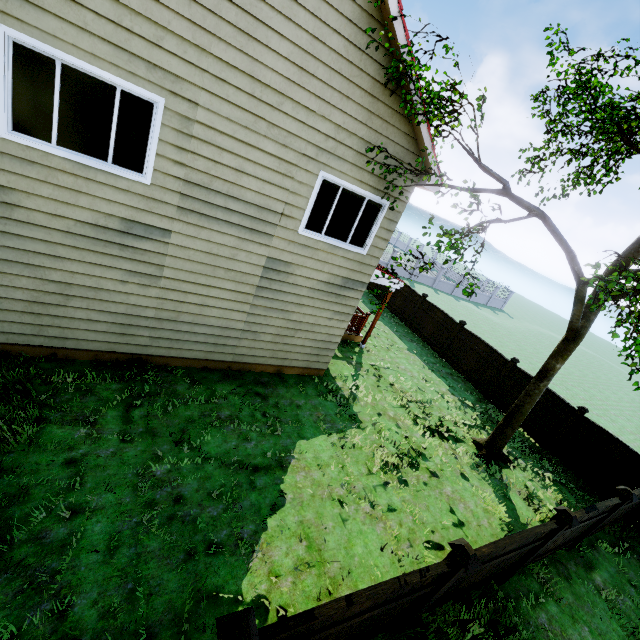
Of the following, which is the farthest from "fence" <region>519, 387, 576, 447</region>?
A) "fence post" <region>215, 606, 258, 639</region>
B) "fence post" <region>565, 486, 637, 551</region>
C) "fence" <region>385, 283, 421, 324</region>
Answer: "fence" <region>385, 283, 421, 324</region>

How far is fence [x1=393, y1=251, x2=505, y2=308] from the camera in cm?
3209

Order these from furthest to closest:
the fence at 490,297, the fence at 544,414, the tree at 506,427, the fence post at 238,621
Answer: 1. the fence at 490,297
2. the fence at 544,414
3. the tree at 506,427
4. the fence post at 238,621

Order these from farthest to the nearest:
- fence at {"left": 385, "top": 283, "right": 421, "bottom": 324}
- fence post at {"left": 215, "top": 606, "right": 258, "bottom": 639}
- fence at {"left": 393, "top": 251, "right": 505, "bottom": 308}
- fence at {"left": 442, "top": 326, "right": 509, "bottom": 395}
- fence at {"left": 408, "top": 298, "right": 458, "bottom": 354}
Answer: fence at {"left": 393, "top": 251, "right": 505, "bottom": 308} < fence at {"left": 385, "top": 283, "right": 421, "bottom": 324} < fence at {"left": 408, "top": 298, "right": 458, "bottom": 354} < fence at {"left": 442, "top": 326, "right": 509, "bottom": 395} < fence post at {"left": 215, "top": 606, "right": 258, "bottom": 639}

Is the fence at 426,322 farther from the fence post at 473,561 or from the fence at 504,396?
the fence post at 473,561

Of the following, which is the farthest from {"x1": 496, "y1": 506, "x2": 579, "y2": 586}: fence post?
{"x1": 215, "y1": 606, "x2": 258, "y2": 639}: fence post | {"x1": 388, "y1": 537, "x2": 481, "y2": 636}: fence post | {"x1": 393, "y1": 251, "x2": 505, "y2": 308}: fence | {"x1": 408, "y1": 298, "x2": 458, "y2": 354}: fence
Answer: {"x1": 408, "y1": 298, "x2": 458, "y2": 354}: fence

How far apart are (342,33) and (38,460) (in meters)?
8.65
